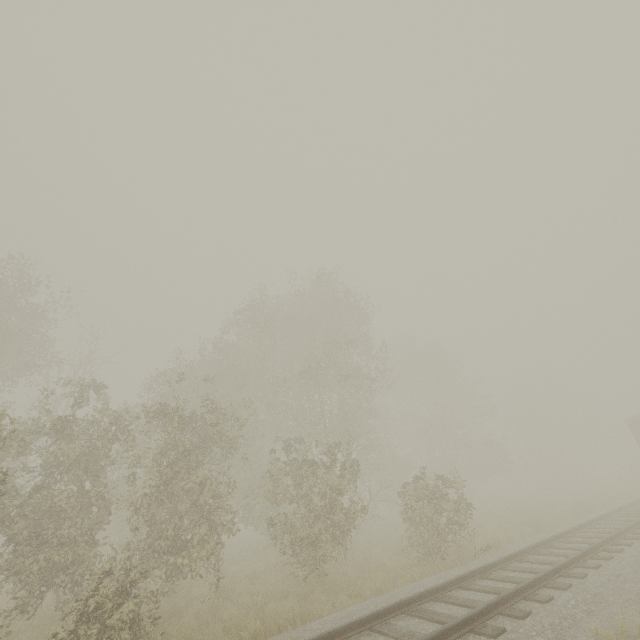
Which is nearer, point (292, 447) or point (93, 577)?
point (93, 577)

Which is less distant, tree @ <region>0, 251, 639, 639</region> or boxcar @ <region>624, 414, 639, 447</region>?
tree @ <region>0, 251, 639, 639</region>

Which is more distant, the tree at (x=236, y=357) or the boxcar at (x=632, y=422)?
the boxcar at (x=632, y=422)
